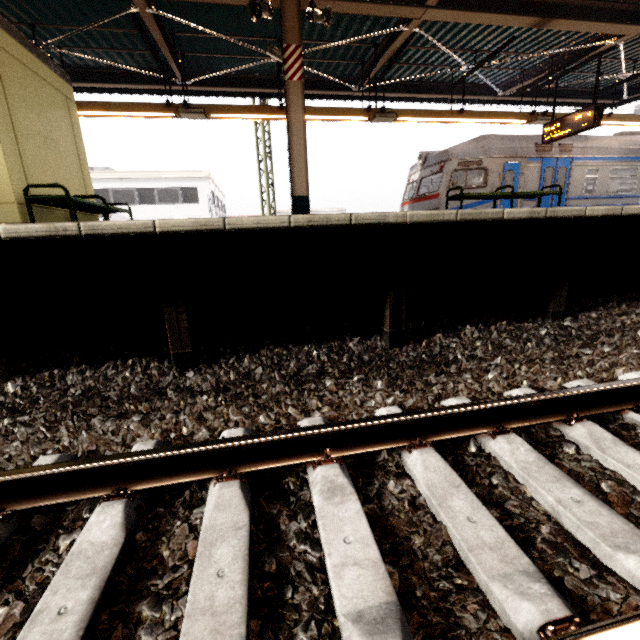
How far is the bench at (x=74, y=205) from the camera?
4.4m

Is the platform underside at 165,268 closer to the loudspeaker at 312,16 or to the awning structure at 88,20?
the awning structure at 88,20

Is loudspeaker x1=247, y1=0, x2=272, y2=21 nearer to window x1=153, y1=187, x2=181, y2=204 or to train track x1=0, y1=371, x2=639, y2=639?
train track x1=0, y1=371, x2=639, y2=639

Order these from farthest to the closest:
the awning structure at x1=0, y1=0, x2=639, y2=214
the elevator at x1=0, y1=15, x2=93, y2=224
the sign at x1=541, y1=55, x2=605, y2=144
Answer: the sign at x1=541, y1=55, x2=605, y2=144 < the awning structure at x1=0, y1=0, x2=639, y2=214 < the elevator at x1=0, y1=15, x2=93, y2=224

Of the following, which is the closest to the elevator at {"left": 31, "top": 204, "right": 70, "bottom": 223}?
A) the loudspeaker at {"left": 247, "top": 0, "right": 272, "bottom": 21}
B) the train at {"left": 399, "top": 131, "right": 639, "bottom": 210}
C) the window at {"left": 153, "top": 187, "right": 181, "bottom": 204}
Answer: the loudspeaker at {"left": 247, "top": 0, "right": 272, "bottom": 21}

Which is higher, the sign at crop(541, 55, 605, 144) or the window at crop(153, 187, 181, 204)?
the window at crop(153, 187, 181, 204)

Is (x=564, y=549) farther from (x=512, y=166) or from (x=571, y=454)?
(x=512, y=166)

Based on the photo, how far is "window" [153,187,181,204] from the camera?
23.3 meters
